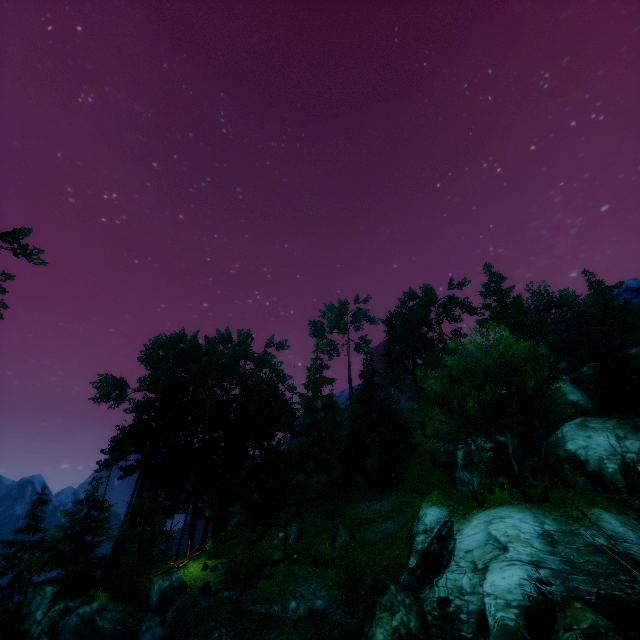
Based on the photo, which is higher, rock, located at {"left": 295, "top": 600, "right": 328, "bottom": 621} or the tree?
the tree

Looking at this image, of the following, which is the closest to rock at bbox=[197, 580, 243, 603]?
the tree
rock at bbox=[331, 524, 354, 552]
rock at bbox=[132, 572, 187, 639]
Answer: rock at bbox=[132, 572, 187, 639]

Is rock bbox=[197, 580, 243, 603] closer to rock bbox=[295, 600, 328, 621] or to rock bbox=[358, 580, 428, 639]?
rock bbox=[295, 600, 328, 621]

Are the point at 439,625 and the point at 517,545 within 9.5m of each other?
yes

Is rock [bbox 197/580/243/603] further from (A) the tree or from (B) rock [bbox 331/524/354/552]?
(B) rock [bbox 331/524/354/552]

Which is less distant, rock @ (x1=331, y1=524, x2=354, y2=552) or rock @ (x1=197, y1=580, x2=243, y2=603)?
rock @ (x1=197, y1=580, x2=243, y2=603)

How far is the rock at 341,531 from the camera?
23.48m

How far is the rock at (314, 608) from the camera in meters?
15.2 m
